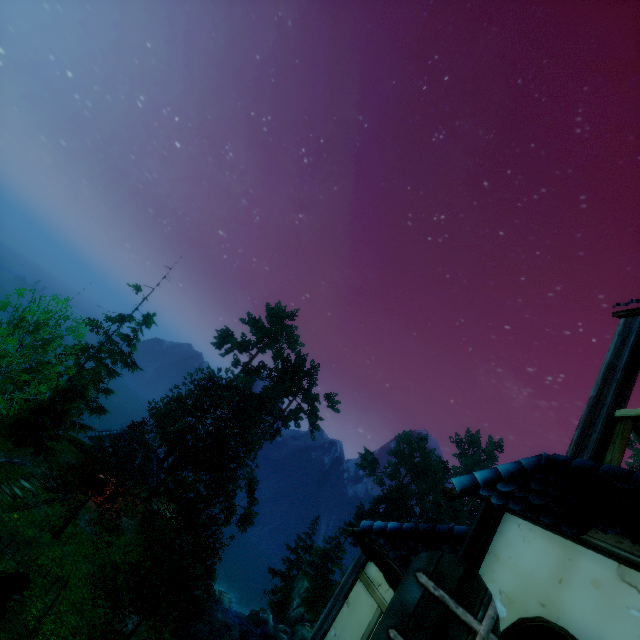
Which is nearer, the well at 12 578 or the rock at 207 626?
the well at 12 578

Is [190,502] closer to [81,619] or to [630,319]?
[81,619]

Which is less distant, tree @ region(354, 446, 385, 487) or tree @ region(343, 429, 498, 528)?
tree @ region(343, 429, 498, 528)

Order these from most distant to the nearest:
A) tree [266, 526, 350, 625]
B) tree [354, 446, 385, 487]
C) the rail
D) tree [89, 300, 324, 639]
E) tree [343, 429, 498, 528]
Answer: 1. tree [354, 446, 385, 487]
2. tree [343, 429, 498, 528]
3. tree [266, 526, 350, 625]
4. tree [89, 300, 324, 639]
5. the rail

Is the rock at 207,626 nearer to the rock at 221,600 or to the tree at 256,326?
the rock at 221,600

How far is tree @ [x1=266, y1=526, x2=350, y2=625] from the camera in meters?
38.7 m

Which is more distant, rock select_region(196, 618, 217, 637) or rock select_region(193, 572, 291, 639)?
rock select_region(193, 572, 291, 639)

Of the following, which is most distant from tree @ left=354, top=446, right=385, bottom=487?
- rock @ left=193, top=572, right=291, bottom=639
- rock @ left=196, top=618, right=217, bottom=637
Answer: rock @ left=196, top=618, right=217, bottom=637
